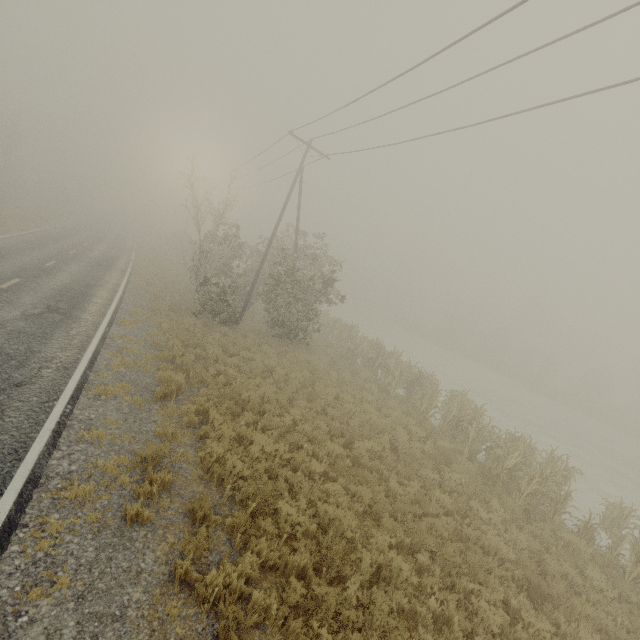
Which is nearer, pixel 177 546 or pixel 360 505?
pixel 177 546
